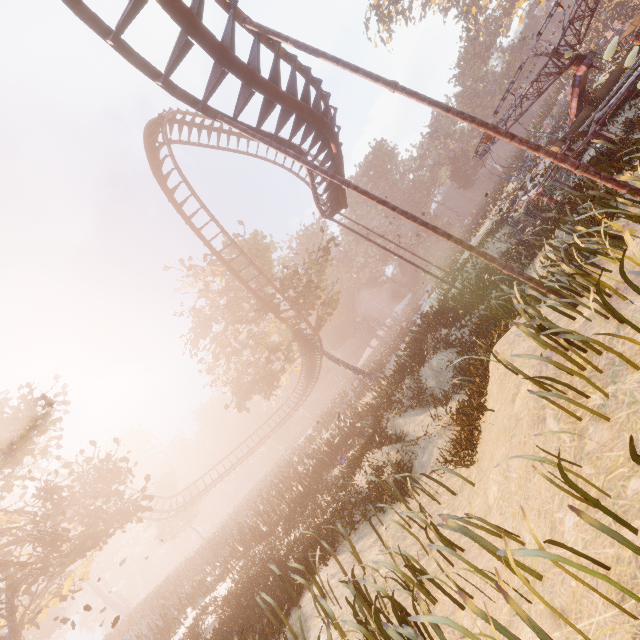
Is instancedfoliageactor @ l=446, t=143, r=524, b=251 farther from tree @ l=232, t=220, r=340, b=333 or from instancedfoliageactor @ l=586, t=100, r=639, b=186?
instancedfoliageactor @ l=586, t=100, r=639, b=186

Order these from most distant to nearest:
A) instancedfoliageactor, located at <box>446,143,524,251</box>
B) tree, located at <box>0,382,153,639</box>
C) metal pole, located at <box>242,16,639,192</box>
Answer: instancedfoliageactor, located at <box>446,143,524,251</box> < tree, located at <box>0,382,153,639</box> < metal pole, located at <box>242,16,639,192</box>

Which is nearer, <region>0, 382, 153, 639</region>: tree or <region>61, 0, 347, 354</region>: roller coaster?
<region>61, 0, 347, 354</region>: roller coaster

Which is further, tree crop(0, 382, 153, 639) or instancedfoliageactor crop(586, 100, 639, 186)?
tree crop(0, 382, 153, 639)

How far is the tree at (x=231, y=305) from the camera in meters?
24.5

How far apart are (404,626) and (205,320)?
25.7m

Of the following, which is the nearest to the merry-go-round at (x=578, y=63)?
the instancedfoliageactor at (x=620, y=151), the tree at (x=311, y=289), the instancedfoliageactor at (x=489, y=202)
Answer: the instancedfoliageactor at (x=620, y=151)

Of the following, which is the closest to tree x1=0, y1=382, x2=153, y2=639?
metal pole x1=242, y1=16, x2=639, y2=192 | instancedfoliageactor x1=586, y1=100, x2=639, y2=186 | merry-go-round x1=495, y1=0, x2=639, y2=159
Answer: merry-go-round x1=495, y1=0, x2=639, y2=159
